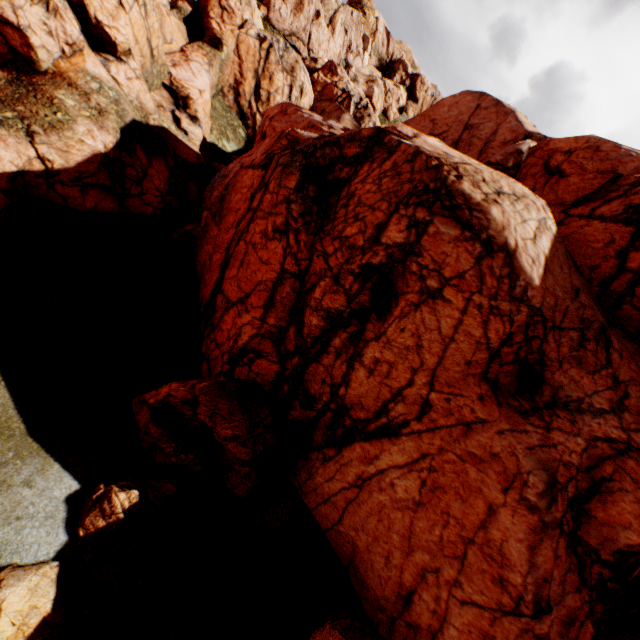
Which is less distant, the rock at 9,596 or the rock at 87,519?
the rock at 9,596

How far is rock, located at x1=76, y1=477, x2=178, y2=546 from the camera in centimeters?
804cm

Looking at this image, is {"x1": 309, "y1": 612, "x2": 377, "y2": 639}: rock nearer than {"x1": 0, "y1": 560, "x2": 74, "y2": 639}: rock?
No

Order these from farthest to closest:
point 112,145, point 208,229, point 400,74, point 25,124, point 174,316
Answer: point 400,74
point 208,229
point 112,145
point 174,316
point 25,124

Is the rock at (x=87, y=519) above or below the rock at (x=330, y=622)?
below

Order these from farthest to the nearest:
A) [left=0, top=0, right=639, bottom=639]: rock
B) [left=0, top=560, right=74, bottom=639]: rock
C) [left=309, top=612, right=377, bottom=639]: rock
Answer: [left=0, top=0, right=639, bottom=639]: rock < [left=309, top=612, right=377, bottom=639]: rock < [left=0, top=560, right=74, bottom=639]: rock
